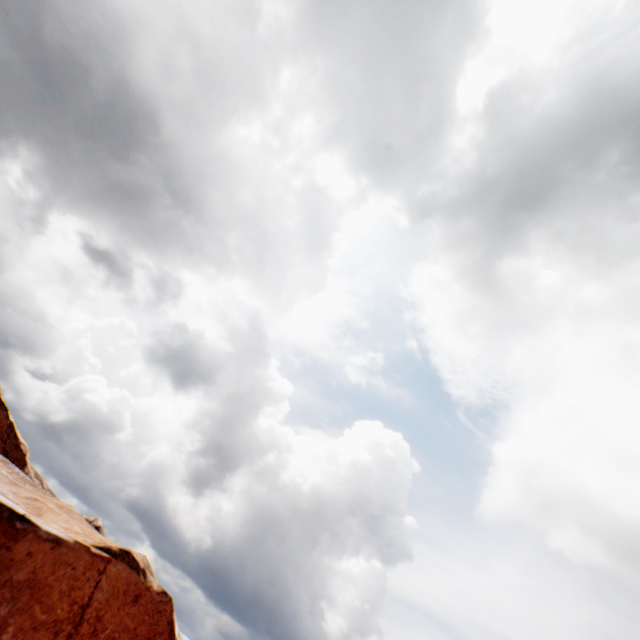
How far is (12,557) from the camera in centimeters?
924cm
